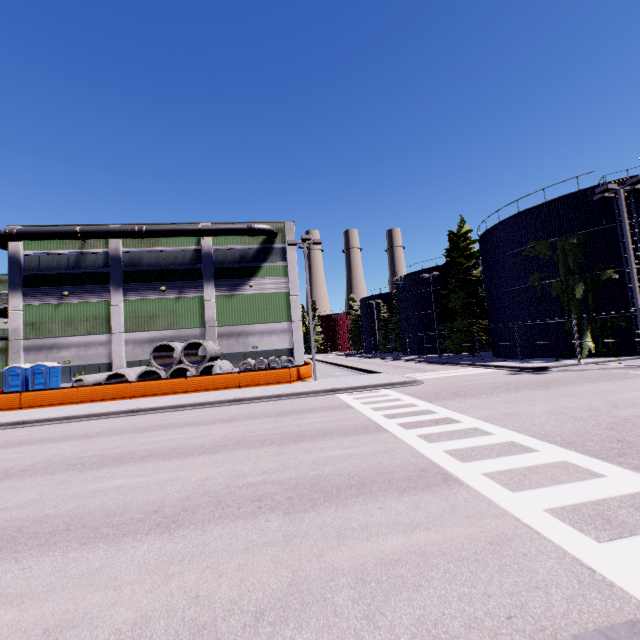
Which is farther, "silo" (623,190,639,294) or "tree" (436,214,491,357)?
"tree" (436,214,491,357)

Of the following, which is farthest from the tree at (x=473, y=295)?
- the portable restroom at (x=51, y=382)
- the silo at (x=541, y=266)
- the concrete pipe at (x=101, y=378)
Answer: the portable restroom at (x=51, y=382)

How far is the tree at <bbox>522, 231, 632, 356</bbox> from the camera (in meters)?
22.03

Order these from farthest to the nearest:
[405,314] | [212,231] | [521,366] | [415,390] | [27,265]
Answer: [405,314] → [212,231] → [27,265] → [521,366] → [415,390]

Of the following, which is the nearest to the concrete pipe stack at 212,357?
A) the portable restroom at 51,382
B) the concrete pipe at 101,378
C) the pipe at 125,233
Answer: the concrete pipe at 101,378

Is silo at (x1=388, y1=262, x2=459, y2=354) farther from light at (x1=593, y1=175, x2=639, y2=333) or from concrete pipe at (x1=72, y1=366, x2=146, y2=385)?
concrete pipe at (x1=72, y1=366, x2=146, y2=385)

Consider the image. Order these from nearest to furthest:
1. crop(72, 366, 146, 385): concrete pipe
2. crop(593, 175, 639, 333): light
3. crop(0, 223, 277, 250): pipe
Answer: crop(593, 175, 639, 333): light < crop(72, 366, 146, 385): concrete pipe < crop(0, 223, 277, 250): pipe

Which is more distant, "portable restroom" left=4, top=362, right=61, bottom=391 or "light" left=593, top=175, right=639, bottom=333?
"portable restroom" left=4, top=362, right=61, bottom=391
